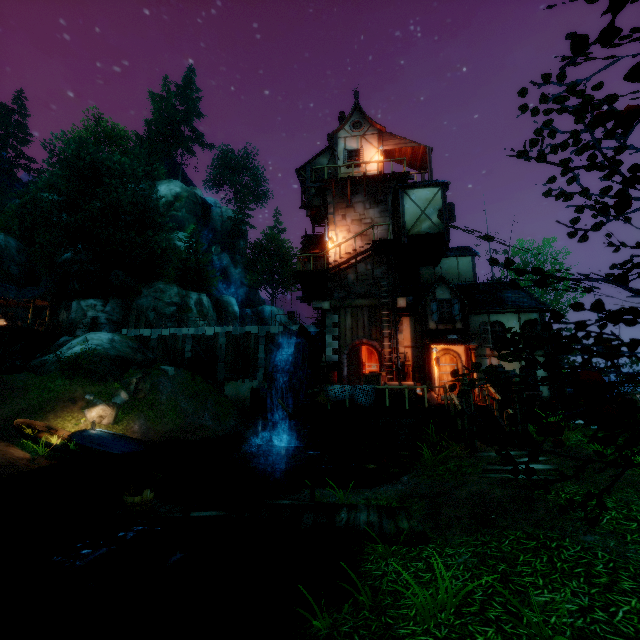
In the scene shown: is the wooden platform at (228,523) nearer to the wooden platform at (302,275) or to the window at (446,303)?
the window at (446,303)

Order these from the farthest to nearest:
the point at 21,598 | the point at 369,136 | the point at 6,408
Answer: the point at 369,136 < the point at 6,408 < the point at 21,598

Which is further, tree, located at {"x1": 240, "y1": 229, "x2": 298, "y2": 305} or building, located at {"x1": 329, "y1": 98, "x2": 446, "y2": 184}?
tree, located at {"x1": 240, "y1": 229, "x2": 298, "y2": 305}

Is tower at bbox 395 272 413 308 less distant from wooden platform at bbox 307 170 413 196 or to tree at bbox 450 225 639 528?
wooden platform at bbox 307 170 413 196

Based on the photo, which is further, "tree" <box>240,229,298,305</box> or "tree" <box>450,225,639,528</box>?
"tree" <box>240,229,298,305</box>

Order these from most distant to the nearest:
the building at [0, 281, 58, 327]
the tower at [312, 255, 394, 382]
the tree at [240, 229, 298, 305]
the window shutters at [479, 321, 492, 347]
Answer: the tree at [240, 229, 298, 305], the building at [0, 281, 58, 327], the tower at [312, 255, 394, 382], the window shutters at [479, 321, 492, 347]

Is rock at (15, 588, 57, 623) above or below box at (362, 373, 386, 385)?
below

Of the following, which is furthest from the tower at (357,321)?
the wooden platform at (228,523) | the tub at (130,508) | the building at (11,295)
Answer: the building at (11,295)
